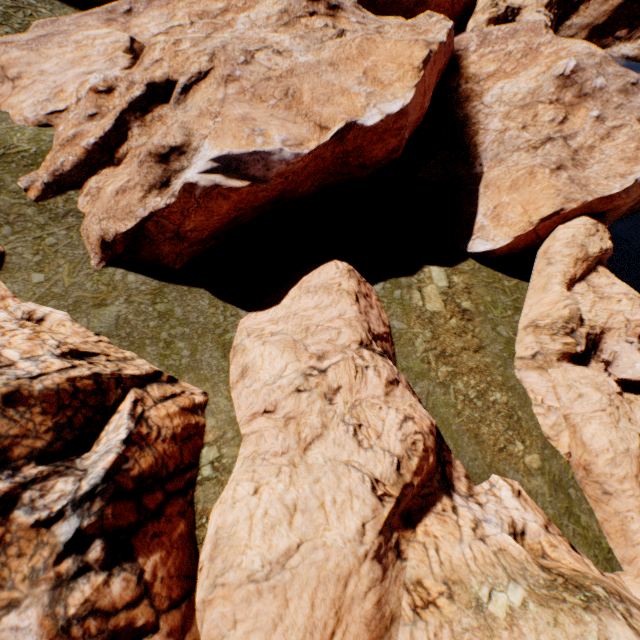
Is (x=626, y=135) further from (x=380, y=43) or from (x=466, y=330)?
(x=466, y=330)
